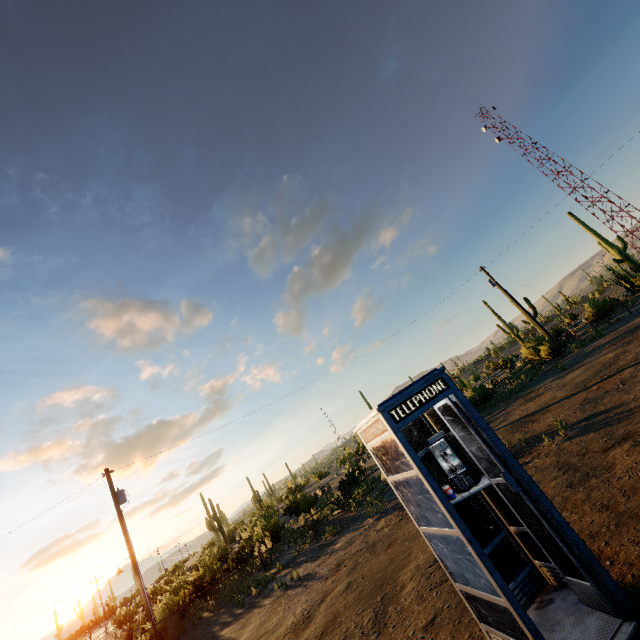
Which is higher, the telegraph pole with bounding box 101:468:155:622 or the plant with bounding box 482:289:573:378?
the telegraph pole with bounding box 101:468:155:622

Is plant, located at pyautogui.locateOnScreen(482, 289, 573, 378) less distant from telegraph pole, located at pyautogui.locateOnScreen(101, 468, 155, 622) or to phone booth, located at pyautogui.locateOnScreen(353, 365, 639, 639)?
phone booth, located at pyautogui.locateOnScreen(353, 365, 639, 639)

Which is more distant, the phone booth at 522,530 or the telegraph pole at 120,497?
the telegraph pole at 120,497

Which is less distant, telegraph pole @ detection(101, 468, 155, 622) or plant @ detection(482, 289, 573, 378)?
telegraph pole @ detection(101, 468, 155, 622)

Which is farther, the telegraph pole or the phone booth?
the telegraph pole

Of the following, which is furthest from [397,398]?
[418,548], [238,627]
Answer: [238,627]

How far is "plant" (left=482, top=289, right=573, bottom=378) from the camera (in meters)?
22.31

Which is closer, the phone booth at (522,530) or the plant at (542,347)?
the phone booth at (522,530)
